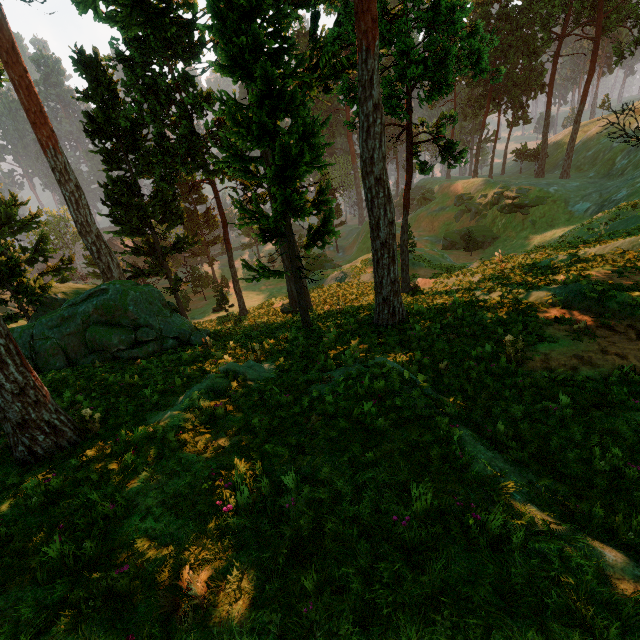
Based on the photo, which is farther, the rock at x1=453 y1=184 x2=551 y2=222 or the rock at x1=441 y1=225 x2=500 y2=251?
the rock at x1=441 y1=225 x2=500 y2=251

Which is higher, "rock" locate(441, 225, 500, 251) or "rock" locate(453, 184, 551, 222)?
"rock" locate(453, 184, 551, 222)

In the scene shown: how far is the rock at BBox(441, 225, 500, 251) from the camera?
44.25m

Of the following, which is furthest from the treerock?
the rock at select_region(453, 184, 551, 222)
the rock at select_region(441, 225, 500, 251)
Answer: the rock at select_region(441, 225, 500, 251)

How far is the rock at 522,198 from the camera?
41.1 meters

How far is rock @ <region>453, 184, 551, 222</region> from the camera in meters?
41.1

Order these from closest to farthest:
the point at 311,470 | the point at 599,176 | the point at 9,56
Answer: the point at 311,470, the point at 9,56, the point at 599,176

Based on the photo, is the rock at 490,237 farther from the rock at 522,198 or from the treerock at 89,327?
the treerock at 89,327
